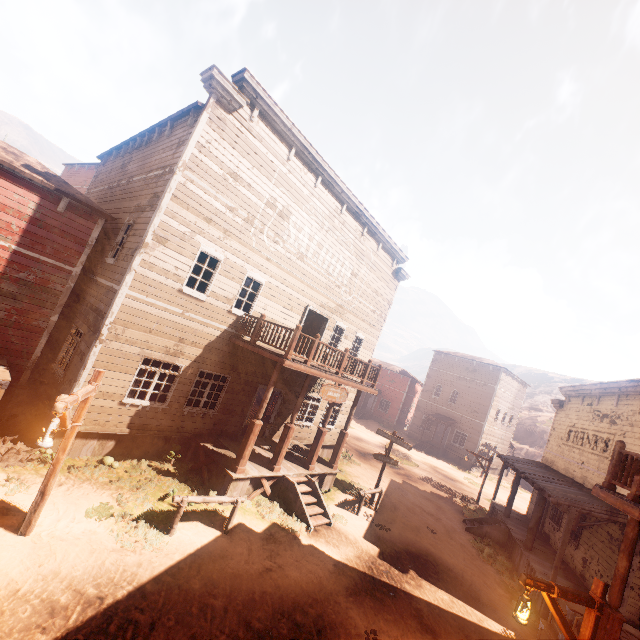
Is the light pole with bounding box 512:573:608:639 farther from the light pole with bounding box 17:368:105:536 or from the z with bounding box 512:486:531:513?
the light pole with bounding box 17:368:105:536

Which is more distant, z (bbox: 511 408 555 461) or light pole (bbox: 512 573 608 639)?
z (bbox: 511 408 555 461)

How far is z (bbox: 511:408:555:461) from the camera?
45.4m

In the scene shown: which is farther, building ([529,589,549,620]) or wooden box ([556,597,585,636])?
building ([529,589,549,620])

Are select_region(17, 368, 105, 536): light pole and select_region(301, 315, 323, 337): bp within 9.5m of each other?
no

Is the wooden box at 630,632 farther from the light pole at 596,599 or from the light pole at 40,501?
the light pole at 40,501

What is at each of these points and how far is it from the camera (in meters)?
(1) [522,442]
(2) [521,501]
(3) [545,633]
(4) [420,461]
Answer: (1) z, 51.03
(2) z, 27.92
(3) wooden box, 8.33
(4) z, 27.97

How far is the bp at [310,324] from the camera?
16.37m
